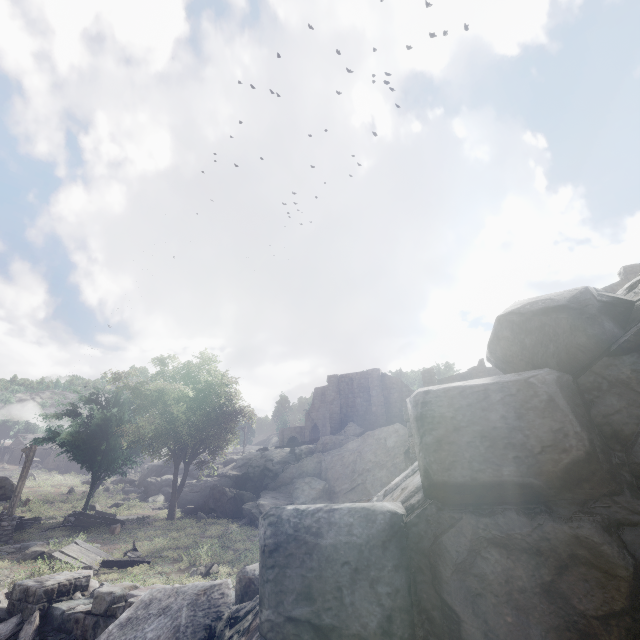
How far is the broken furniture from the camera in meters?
11.8 m

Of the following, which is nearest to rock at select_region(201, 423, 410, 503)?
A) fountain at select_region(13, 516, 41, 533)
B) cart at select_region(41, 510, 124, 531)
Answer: cart at select_region(41, 510, 124, 531)

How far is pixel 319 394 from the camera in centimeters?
5309cm

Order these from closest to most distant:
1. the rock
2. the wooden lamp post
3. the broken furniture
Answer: the broken furniture
the wooden lamp post
the rock

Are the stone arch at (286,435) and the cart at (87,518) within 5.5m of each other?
no

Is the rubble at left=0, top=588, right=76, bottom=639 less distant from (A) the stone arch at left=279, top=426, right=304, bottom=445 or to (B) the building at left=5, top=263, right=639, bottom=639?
(B) the building at left=5, top=263, right=639, bottom=639

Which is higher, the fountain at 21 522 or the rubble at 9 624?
the fountain at 21 522

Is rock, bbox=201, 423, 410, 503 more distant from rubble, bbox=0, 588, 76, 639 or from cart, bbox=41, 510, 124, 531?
rubble, bbox=0, 588, 76, 639
